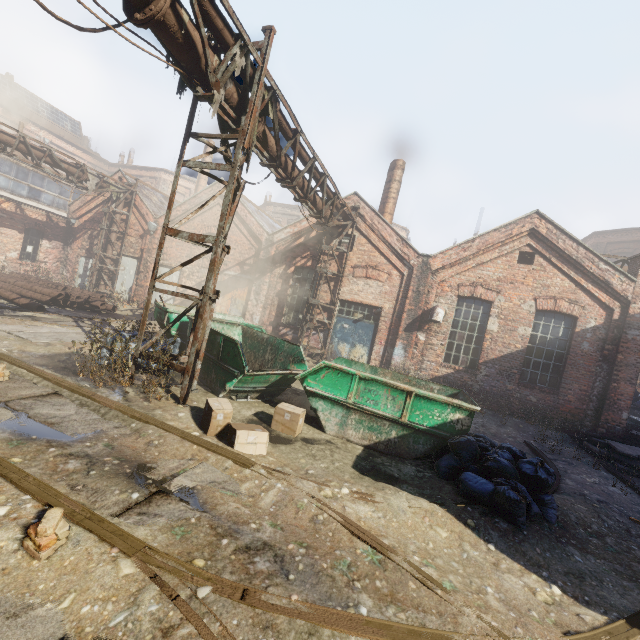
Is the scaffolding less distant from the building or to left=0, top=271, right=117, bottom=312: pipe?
left=0, top=271, right=117, bottom=312: pipe

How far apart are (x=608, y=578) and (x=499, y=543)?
1.3m

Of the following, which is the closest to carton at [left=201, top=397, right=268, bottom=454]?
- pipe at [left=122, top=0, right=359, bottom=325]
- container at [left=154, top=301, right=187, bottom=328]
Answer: container at [left=154, top=301, right=187, bottom=328]

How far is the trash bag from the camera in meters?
4.6 m

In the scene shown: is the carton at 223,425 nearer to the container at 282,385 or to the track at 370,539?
the track at 370,539

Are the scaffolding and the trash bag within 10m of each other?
yes

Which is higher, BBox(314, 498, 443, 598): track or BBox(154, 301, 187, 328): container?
BBox(154, 301, 187, 328): container

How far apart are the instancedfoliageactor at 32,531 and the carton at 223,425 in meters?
2.3
